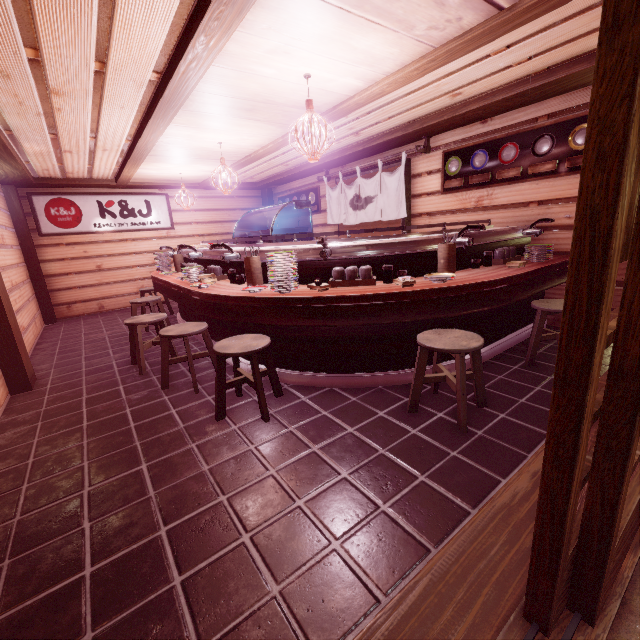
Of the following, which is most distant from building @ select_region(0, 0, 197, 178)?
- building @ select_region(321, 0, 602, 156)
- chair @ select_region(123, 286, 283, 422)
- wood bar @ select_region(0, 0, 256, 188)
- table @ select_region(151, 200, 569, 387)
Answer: chair @ select_region(123, 286, 283, 422)

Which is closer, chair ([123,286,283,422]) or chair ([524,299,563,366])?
chair ([123,286,283,422])

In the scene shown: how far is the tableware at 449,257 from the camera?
5.5 meters

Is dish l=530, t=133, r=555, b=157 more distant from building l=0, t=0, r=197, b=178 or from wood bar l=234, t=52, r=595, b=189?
building l=0, t=0, r=197, b=178

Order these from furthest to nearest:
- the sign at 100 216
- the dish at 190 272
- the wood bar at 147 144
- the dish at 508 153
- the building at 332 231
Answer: the building at 332 231 → the sign at 100 216 → the dish at 508 153 → the dish at 190 272 → the wood bar at 147 144

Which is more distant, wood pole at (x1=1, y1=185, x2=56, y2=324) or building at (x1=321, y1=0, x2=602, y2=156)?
wood pole at (x1=1, y1=185, x2=56, y2=324)

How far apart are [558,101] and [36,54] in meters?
9.5

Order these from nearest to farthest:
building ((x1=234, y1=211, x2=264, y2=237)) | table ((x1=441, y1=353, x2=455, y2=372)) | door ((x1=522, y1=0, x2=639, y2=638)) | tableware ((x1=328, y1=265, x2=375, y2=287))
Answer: door ((x1=522, y1=0, x2=639, y2=638)) → tableware ((x1=328, y1=265, x2=375, y2=287)) → table ((x1=441, y1=353, x2=455, y2=372)) → building ((x1=234, y1=211, x2=264, y2=237))
